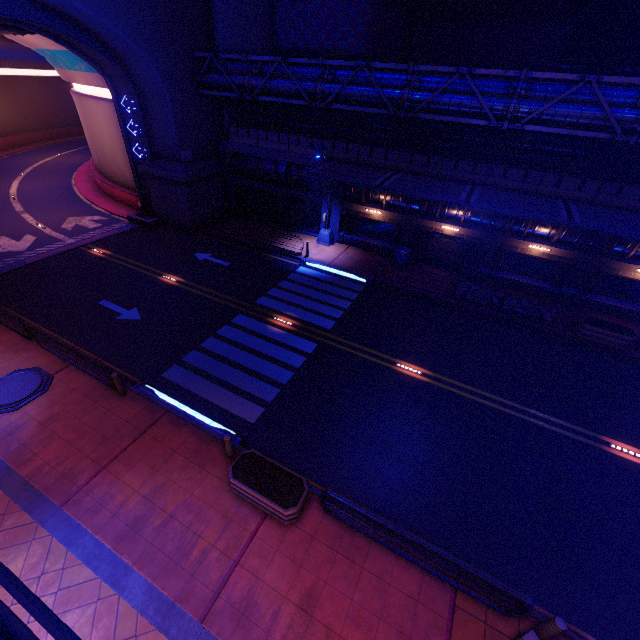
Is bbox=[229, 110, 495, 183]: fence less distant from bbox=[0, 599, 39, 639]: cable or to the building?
the building

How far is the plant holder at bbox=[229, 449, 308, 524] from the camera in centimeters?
843cm

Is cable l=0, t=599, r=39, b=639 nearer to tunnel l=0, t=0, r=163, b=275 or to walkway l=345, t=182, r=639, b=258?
tunnel l=0, t=0, r=163, b=275

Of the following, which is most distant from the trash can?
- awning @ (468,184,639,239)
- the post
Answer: the post

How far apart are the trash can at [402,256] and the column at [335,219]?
4.30m

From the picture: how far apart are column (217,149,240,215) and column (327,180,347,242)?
7.9 meters

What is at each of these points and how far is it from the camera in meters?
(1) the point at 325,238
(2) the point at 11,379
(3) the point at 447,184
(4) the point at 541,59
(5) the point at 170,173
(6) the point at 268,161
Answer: (1) street light, 23.3
(2) manhole, 11.9
(3) awning, 17.2
(4) building, 22.1
(5) wall arch, 22.2
(6) walkway, 23.8

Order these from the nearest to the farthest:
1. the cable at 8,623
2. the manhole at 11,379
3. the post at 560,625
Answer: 1. the cable at 8,623
2. the post at 560,625
3. the manhole at 11,379
